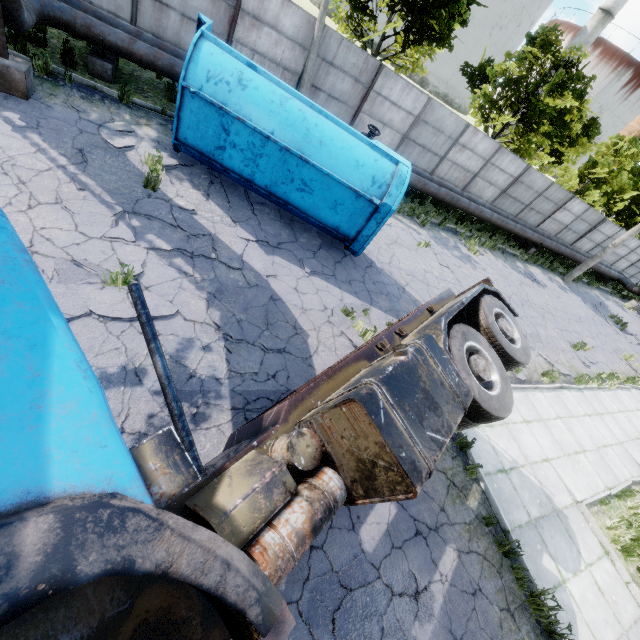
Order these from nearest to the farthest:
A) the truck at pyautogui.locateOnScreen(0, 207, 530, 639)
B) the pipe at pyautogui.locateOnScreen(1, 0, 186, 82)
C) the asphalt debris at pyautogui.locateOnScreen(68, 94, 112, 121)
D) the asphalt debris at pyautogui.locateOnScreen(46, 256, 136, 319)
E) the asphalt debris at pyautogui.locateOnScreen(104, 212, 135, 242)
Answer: the truck at pyautogui.locateOnScreen(0, 207, 530, 639) < the asphalt debris at pyautogui.locateOnScreen(46, 256, 136, 319) < the asphalt debris at pyautogui.locateOnScreen(104, 212, 135, 242) < the pipe at pyautogui.locateOnScreen(1, 0, 186, 82) < the asphalt debris at pyautogui.locateOnScreen(68, 94, 112, 121)

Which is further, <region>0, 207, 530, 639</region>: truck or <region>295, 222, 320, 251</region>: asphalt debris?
<region>295, 222, 320, 251</region>: asphalt debris

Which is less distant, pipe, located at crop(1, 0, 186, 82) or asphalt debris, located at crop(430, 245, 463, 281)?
pipe, located at crop(1, 0, 186, 82)

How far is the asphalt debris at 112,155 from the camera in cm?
598

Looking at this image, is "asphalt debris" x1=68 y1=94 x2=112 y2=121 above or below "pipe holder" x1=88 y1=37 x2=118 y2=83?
below

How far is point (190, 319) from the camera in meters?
5.7

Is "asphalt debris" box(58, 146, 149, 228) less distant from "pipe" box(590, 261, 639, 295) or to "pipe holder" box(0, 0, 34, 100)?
"pipe holder" box(0, 0, 34, 100)
